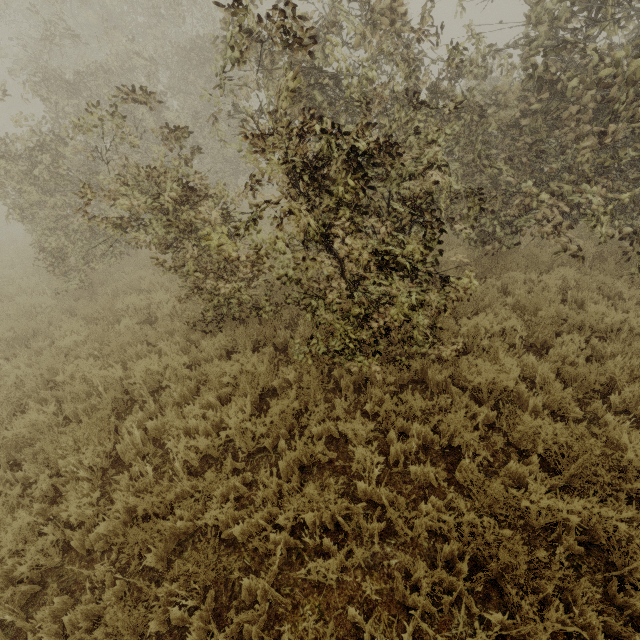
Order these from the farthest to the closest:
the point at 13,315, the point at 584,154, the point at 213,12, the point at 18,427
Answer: the point at 213,12 < the point at 13,315 < the point at 584,154 < the point at 18,427
